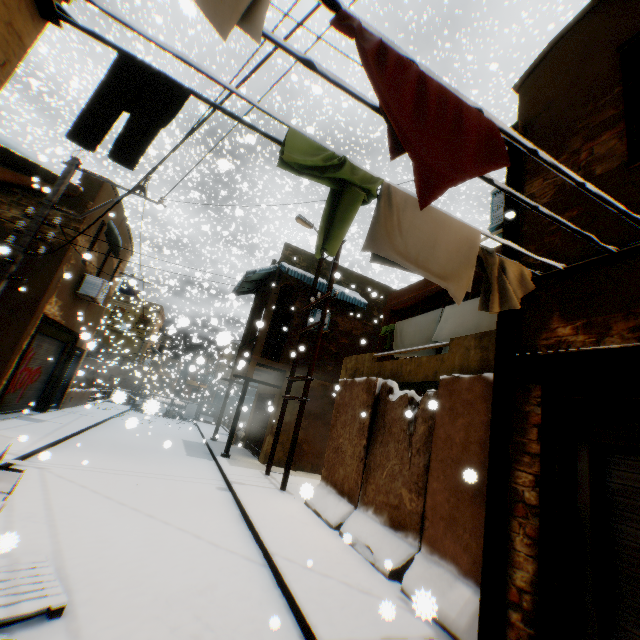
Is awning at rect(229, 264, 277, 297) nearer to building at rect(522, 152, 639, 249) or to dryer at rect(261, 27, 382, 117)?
building at rect(522, 152, 639, 249)

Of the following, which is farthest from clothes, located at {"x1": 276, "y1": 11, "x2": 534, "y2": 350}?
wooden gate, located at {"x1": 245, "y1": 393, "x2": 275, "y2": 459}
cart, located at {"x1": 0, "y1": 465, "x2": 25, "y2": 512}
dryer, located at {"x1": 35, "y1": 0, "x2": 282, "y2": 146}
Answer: wooden gate, located at {"x1": 245, "y1": 393, "x2": 275, "y2": 459}

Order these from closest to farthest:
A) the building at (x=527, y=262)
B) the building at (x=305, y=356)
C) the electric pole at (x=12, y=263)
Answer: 1. the building at (x=527, y=262)
2. the electric pole at (x=12, y=263)
3. the building at (x=305, y=356)

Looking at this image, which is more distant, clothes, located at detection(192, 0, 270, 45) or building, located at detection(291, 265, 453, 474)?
building, located at detection(291, 265, 453, 474)

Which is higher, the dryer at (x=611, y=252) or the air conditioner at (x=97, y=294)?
the air conditioner at (x=97, y=294)

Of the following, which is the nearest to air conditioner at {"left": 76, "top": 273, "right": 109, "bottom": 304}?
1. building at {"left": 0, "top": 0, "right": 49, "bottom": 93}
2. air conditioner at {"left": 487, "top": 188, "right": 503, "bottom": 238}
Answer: building at {"left": 0, "top": 0, "right": 49, "bottom": 93}

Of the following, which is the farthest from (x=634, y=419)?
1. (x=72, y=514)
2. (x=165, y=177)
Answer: (x=165, y=177)

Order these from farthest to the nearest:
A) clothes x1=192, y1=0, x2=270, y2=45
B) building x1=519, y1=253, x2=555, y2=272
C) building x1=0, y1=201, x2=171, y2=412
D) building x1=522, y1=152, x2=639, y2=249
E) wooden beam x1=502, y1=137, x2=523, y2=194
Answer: building x1=0, y1=201, x2=171, y2=412 < wooden beam x1=502, y1=137, x2=523, y2=194 < building x1=519, y1=253, x2=555, y2=272 < building x1=522, y1=152, x2=639, y2=249 < clothes x1=192, y1=0, x2=270, y2=45
